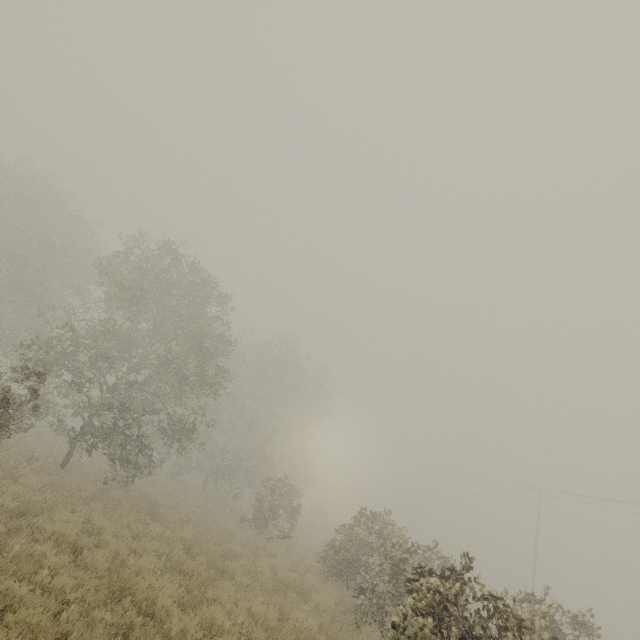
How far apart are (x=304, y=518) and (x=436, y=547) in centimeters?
3116cm
